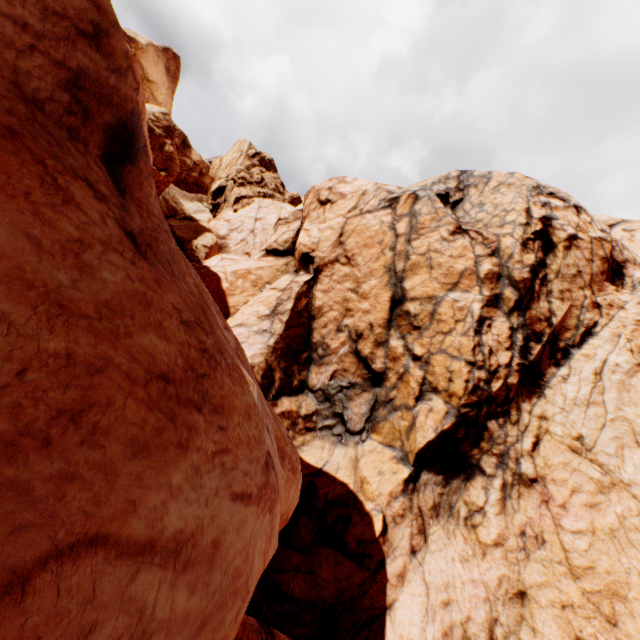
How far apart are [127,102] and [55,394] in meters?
2.2 m
